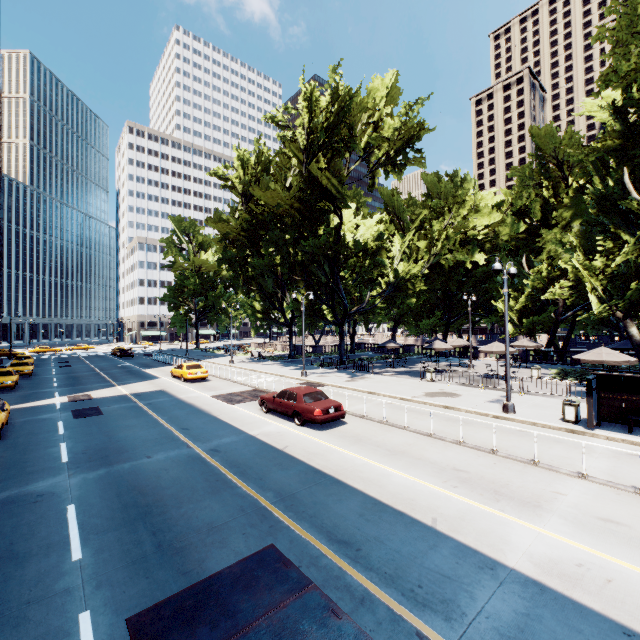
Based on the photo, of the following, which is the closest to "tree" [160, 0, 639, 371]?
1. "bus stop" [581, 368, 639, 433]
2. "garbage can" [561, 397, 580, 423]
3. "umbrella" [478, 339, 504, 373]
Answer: "umbrella" [478, 339, 504, 373]

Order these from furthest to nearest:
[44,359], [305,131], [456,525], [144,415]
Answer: [44,359]
[305,131]
[144,415]
[456,525]

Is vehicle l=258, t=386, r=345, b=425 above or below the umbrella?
below

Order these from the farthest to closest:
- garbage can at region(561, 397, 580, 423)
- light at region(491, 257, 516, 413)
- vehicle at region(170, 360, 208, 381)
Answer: vehicle at region(170, 360, 208, 381) → light at region(491, 257, 516, 413) → garbage can at region(561, 397, 580, 423)

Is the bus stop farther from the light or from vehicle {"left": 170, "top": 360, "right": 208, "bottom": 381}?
vehicle {"left": 170, "top": 360, "right": 208, "bottom": 381}

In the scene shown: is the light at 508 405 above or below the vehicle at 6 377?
below

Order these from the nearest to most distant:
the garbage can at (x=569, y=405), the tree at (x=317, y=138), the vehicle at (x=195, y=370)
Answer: the garbage can at (x=569, y=405), the tree at (x=317, y=138), the vehicle at (x=195, y=370)

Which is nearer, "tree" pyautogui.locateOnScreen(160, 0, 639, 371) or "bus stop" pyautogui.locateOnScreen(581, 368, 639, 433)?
"bus stop" pyautogui.locateOnScreen(581, 368, 639, 433)
